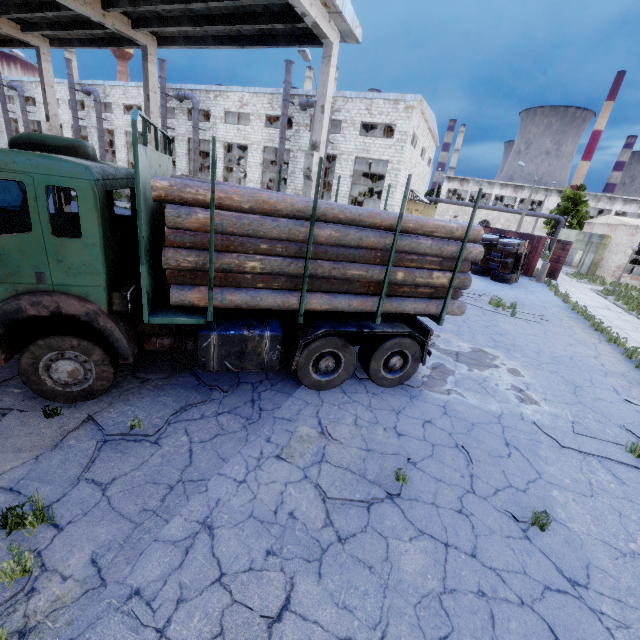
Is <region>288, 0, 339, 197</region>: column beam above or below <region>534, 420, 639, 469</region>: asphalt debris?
above

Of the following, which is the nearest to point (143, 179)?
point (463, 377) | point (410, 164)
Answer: point (463, 377)

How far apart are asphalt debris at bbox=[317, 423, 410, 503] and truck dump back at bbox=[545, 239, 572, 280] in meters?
25.8

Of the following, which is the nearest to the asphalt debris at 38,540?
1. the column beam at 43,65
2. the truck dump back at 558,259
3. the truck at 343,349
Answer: the truck at 343,349

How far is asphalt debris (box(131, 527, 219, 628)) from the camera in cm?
291

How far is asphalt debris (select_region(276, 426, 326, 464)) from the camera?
4.8 meters

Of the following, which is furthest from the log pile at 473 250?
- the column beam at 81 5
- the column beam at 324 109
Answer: the column beam at 81 5

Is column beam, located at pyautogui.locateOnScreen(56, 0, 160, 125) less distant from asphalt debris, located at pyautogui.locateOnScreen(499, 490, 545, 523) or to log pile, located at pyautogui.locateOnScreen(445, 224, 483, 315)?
log pile, located at pyautogui.locateOnScreen(445, 224, 483, 315)
